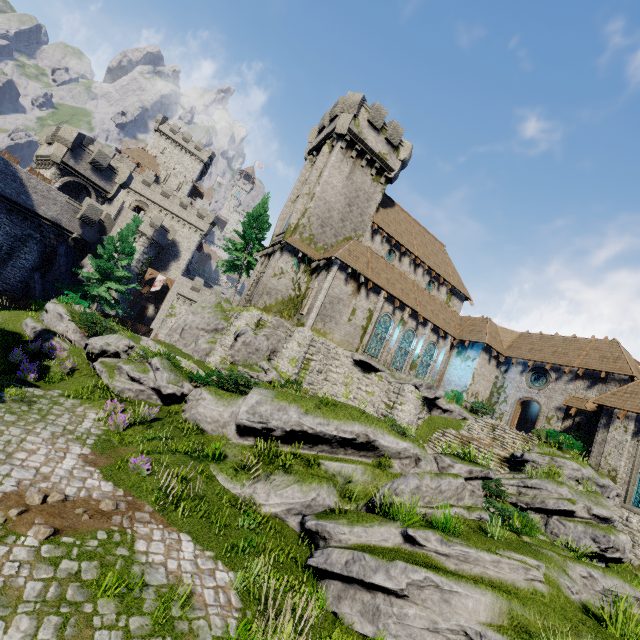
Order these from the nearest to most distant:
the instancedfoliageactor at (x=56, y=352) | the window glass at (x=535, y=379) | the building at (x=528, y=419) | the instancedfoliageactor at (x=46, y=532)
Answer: the instancedfoliageactor at (x=46, y=532), the instancedfoliageactor at (x=56, y=352), the window glass at (x=535, y=379), the building at (x=528, y=419)

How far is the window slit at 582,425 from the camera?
22.3m

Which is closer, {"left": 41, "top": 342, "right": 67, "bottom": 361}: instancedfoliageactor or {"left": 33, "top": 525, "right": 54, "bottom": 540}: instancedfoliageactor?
{"left": 33, "top": 525, "right": 54, "bottom": 540}: instancedfoliageactor

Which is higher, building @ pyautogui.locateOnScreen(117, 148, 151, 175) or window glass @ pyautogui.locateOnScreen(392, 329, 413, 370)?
building @ pyautogui.locateOnScreen(117, 148, 151, 175)

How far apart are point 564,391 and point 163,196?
58.2 meters

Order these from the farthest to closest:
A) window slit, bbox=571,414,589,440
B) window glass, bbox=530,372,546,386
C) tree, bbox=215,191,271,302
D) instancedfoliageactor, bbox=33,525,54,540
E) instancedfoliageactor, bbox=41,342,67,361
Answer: tree, bbox=215,191,271,302, window glass, bbox=530,372,546,386, window slit, bbox=571,414,589,440, instancedfoliageactor, bbox=41,342,67,361, instancedfoliageactor, bbox=33,525,54,540

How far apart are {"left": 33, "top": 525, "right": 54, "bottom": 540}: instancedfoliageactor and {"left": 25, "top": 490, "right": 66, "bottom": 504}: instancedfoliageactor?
0.8m

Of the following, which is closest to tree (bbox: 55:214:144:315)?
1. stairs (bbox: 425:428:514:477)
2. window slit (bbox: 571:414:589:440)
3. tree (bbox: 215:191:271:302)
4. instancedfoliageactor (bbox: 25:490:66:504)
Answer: tree (bbox: 215:191:271:302)
